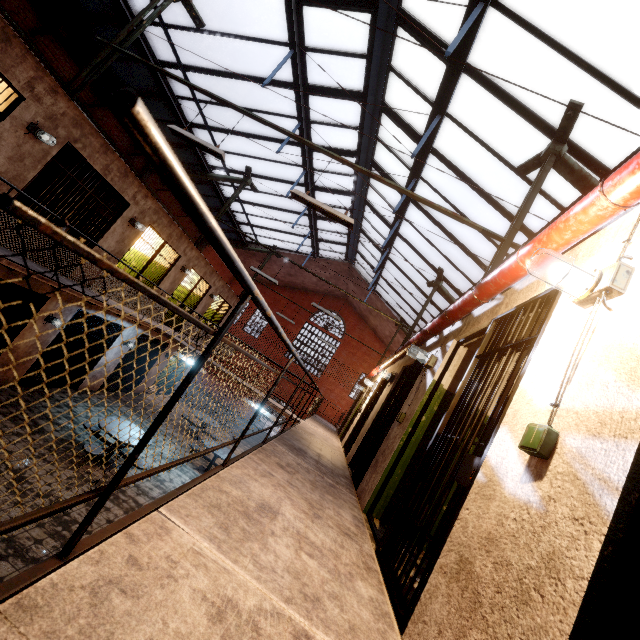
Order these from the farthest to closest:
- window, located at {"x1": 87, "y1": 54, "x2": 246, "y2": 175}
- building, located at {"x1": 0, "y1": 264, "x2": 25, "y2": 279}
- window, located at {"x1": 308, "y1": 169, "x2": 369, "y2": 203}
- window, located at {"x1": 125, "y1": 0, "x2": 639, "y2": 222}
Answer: window, located at {"x1": 308, "y1": 169, "x2": 369, "y2": 203} < window, located at {"x1": 87, "y1": 54, "x2": 246, "y2": 175} < building, located at {"x1": 0, "y1": 264, "x2": 25, "y2": 279} < window, located at {"x1": 125, "y1": 0, "x2": 639, "y2": 222}

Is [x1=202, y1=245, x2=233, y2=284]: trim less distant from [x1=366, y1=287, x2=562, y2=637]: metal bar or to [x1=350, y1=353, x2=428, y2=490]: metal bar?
[x1=350, y1=353, x2=428, y2=490]: metal bar

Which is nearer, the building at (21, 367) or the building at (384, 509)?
the building at (384, 509)

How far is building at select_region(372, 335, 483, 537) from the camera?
3.83m

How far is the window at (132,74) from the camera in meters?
9.2 m

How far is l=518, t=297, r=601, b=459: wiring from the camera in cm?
144

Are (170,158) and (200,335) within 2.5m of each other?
no

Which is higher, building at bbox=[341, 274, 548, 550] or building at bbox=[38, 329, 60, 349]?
building at bbox=[341, 274, 548, 550]
